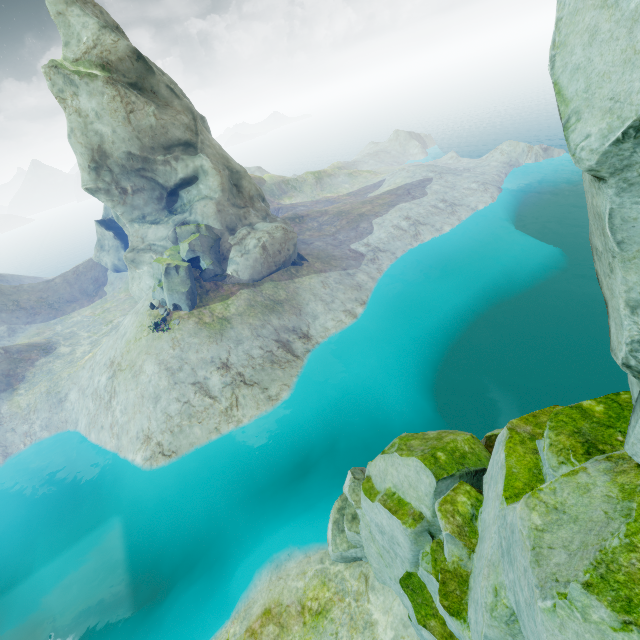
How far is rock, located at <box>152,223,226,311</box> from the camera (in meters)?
28.08

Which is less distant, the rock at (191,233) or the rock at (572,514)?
the rock at (572,514)

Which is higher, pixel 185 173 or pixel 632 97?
pixel 632 97

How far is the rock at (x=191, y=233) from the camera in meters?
28.1

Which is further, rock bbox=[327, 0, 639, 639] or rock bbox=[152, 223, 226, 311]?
rock bbox=[152, 223, 226, 311]
